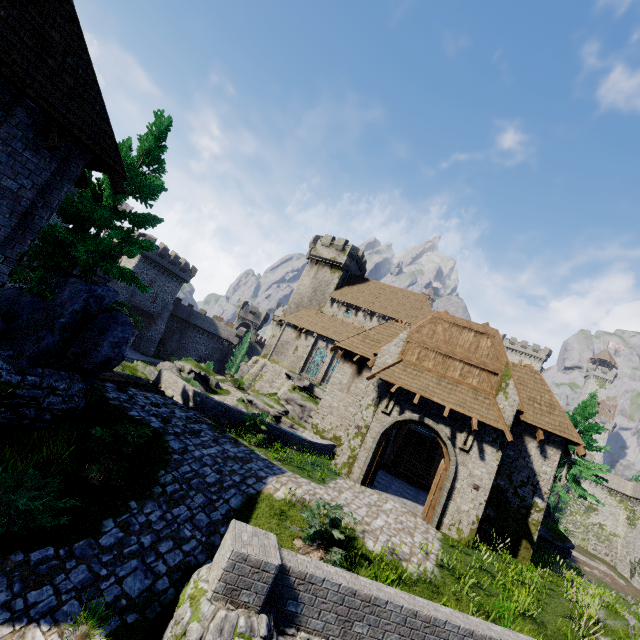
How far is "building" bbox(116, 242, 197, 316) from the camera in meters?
50.1 m

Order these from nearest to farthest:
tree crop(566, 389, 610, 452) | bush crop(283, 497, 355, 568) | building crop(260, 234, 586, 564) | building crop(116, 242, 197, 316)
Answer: bush crop(283, 497, 355, 568) < building crop(260, 234, 586, 564) < tree crop(566, 389, 610, 452) < building crop(116, 242, 197, 316)

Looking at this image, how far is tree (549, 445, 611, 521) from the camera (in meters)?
21.31

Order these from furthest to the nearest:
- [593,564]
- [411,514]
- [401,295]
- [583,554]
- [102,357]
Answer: [583,554]
[593,564]
[401,295]
[411,514]
[102,357]

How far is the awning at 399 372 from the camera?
13.40m

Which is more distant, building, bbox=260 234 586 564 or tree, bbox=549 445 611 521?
tree, bbox=549 445 611 521

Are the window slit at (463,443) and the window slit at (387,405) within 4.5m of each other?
yes

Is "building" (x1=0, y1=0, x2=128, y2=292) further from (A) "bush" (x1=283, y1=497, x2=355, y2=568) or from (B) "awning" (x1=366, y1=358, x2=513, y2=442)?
(B) "awning" (x1=366, y1=358, x2=513, y2=442)
